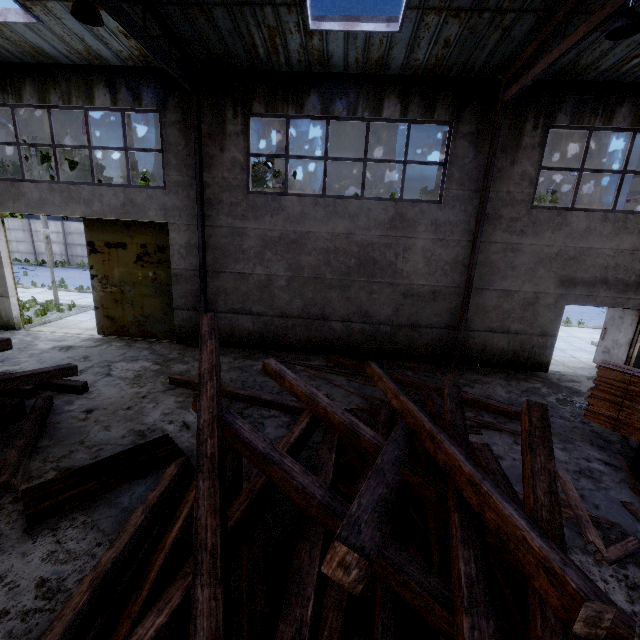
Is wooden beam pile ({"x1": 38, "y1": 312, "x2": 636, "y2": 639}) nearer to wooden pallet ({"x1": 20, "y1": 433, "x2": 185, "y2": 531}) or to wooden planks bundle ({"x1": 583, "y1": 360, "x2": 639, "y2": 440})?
wooden pallet ({"x1": 20, "y1": 433, "x2": 185, "y2": 531})

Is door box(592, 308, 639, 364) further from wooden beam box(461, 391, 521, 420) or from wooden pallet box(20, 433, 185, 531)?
wooden pallet box(20, 433, 185, 531)

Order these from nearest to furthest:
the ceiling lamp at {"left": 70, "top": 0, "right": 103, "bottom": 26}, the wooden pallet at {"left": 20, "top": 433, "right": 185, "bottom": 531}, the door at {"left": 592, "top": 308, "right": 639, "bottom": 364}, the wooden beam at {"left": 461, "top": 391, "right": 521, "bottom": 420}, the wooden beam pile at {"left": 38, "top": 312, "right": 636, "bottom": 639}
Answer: the wooden beam pile at {"left": 38, "top": 312, "right": 636, "bottom": 639} → the wooden pallet at {"left": 20, "top": 433, "right": 185, "bottom": 531} → the ceiling lamp at {"left": 70, "top": 0, "right": 103, "bottom": 26} → the wooden beam at {"left": 461, "top": 391, "right": 521, "bottom": 420} → the door at {"left": 592, "top": 308, "right": 639, "bottom": 364}

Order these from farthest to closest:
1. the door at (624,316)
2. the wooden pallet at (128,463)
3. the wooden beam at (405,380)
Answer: the door at (624,316) < the wooden beam at (405,380) < the wooden pallet at (128,463)

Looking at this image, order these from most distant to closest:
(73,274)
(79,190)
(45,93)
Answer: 1. (73,274)
2. (79,190)
3. (45,93)

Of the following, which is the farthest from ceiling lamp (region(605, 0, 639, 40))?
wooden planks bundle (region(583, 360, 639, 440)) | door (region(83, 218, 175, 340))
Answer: door (region(83, 218, 175, 340))

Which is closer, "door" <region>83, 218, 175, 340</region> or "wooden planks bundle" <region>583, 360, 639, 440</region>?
"wooden planks bundle" <region>583, 360, 639, 440</region>

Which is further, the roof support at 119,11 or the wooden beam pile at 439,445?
the roof support at 119,11
